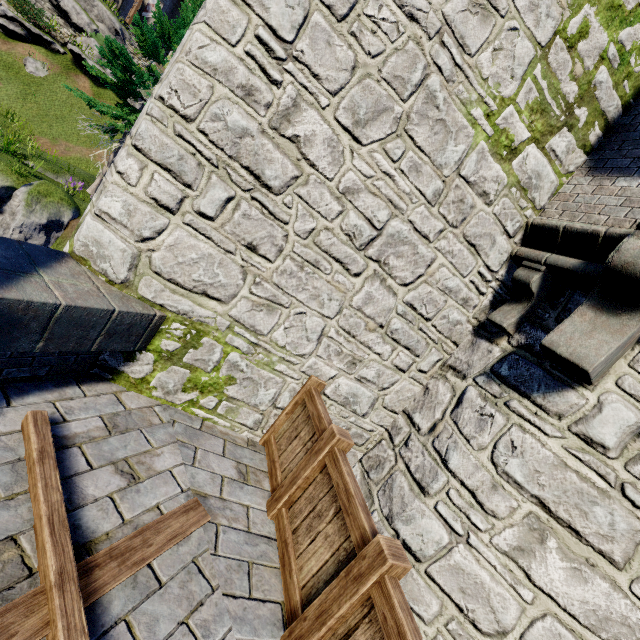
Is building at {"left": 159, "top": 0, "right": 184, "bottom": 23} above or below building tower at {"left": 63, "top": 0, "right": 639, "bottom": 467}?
above

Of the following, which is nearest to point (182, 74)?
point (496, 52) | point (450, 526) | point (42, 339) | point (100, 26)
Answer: point (42, 339)

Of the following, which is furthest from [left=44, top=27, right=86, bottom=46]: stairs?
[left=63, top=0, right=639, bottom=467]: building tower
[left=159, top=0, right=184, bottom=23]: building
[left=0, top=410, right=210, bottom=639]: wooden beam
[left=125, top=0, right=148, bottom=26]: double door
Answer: [left=0, top=410, right=210, bottom=639]: wooden beam

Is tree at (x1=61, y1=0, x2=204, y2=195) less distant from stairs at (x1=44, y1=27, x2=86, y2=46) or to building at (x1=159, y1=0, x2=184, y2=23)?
stairs at (x1=44, y1=27, x2=86, y2=46)

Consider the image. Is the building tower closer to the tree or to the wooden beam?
the wooden beam

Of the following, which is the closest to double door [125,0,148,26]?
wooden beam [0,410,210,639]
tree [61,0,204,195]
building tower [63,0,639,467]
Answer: building tower [63,0,639,467]

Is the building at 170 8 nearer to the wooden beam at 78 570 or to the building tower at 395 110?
the building tower at 395 110

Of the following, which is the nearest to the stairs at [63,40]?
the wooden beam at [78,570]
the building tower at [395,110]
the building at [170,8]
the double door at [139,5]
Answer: the building at [170,8]
